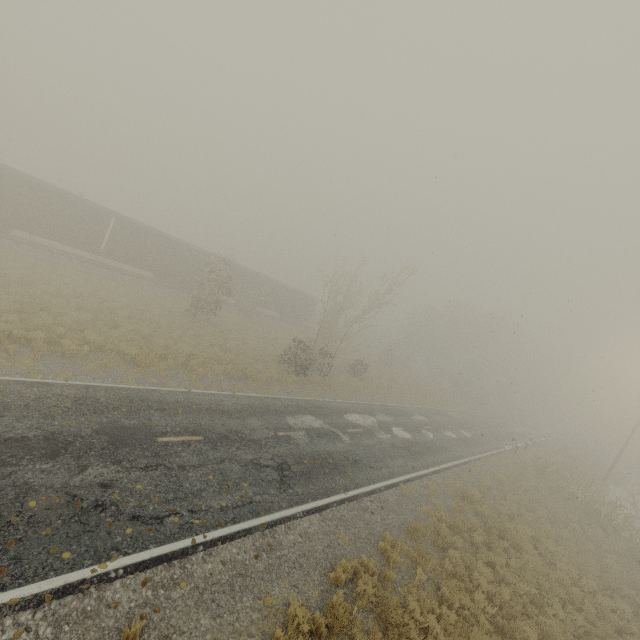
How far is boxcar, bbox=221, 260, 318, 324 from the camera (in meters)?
36.66

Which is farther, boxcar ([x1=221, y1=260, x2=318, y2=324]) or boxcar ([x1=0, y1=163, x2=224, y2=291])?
boxcar ([x1=221, y1=260, x2=318, y2=324])

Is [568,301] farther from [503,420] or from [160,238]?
[503,420]

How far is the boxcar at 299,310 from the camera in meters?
36.7 m

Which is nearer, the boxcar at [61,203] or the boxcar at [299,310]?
the boxcar at [61,203]
